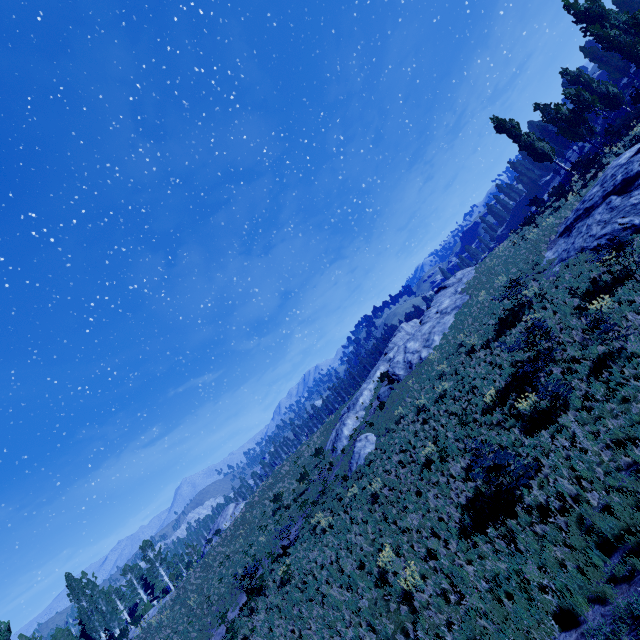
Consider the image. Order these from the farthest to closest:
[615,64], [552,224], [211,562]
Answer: [615,64]
[211,562]
[552,224]

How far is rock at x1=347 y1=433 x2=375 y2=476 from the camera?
21.7 meters

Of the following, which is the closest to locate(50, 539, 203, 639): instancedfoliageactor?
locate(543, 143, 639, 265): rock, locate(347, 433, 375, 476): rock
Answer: locate(543, 143, 639, 265): rock

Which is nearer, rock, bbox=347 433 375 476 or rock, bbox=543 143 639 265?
rock, bbox=543 143 639 265

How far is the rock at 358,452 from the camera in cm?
2166

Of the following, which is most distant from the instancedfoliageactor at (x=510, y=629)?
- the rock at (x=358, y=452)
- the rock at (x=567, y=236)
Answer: the rock at (x=358, y=452)

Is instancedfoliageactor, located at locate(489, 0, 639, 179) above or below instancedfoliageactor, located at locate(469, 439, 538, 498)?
above
